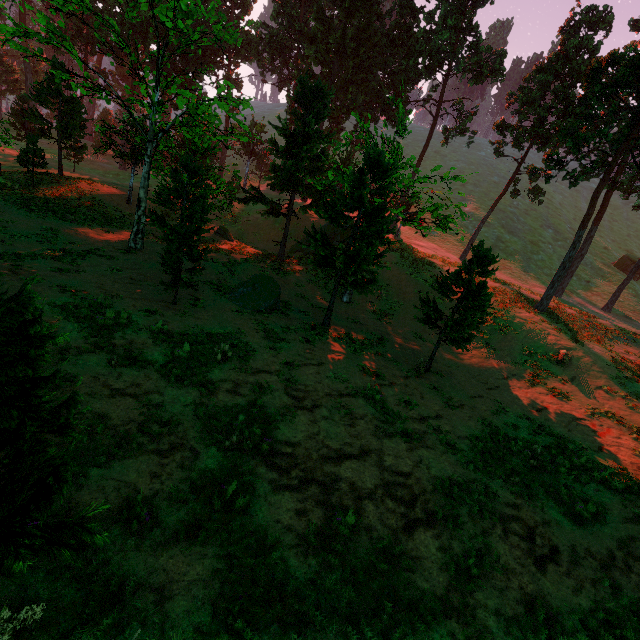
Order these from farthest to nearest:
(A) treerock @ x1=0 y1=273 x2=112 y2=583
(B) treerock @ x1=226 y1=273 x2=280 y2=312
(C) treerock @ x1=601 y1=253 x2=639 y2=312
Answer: (C) treerock @ x1=601 y1=253 x2=639 y2=312 < (B) treerock @ x1=226 y1=273 x2=280 y2=312 < (A) treerock @ x1=0 y1=273 x2=112 y2=583

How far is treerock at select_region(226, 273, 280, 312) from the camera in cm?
1650

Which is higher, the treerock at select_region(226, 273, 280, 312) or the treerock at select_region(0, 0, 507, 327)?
the treerock at select_region(0, 0, 507, 327)

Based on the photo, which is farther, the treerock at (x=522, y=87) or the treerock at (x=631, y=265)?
the treerock at (x=631, y=265)

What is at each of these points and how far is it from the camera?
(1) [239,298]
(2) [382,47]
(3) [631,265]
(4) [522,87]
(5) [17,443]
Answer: (1) treerock, 16.7 meters
(2) treerock, 37.0 meters
(3) treerock, 48.1 meters
(4) treerock, 30.8 meters
(5) treerock, 2.6 meters

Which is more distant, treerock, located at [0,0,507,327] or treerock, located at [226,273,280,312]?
treerock, located at [226,273,280,312]
